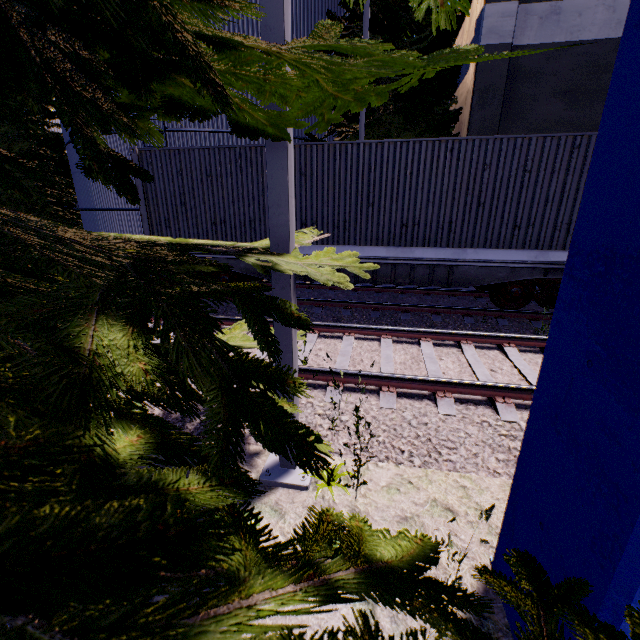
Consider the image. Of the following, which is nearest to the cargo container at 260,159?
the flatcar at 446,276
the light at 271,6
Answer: the flatcar at 446,276

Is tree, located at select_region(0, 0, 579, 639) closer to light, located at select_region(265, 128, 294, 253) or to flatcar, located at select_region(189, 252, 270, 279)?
light, located at select_region(265, 128, 294, 253)

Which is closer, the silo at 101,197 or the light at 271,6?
the light at 271,6

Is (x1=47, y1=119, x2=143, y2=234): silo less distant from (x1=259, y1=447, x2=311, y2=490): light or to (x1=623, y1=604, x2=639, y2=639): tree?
(x1=623, y1=604, x2=639, y2=639): tree

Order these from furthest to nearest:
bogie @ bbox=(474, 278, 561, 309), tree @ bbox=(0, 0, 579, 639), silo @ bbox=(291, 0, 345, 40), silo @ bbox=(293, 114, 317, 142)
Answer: silo @ bbox=(293, 114, 317, 142), silo @ bbox=(291, 0, 345, 40), bogie @ bbox=(474, 278, 561, 309), tree @ bbox=(0, 0, 579, 639)

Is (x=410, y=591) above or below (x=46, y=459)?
below

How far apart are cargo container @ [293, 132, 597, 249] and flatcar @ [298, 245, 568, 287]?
0.0m

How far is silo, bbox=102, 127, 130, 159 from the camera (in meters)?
13.72
